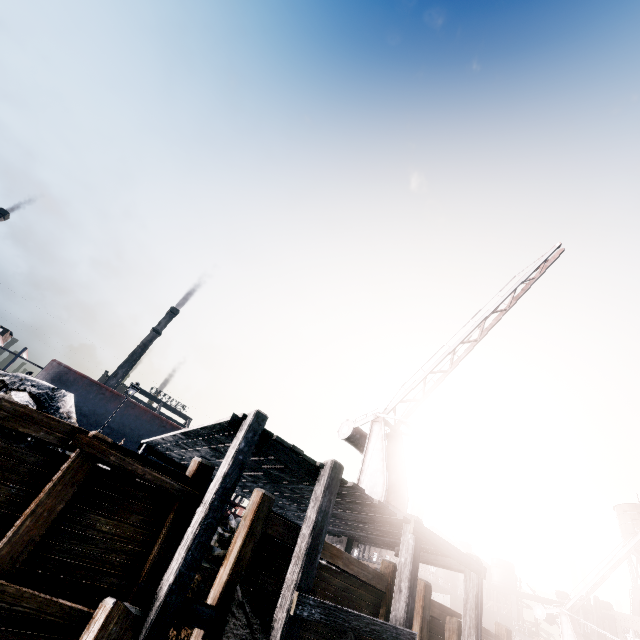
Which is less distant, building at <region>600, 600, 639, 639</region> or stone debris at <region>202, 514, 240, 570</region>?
stone debris at <region>202, 514, 240, 570</region>

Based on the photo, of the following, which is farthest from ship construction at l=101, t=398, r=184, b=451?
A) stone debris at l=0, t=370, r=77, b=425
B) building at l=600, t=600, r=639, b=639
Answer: building at l=600, t=600, r=639, b=639

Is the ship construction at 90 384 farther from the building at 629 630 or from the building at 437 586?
the building at 629 630

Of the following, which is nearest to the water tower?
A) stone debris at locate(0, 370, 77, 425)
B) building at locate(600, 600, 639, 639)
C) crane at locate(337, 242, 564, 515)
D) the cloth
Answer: building at locate(600, 600, 639, 639)

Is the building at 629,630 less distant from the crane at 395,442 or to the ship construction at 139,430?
the crane at 395,442

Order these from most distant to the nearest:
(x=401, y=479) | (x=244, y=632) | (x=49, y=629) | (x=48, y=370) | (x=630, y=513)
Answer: (x=630, y=513) < (x=48, y=370) < (x=401, y=479) < (x=244, y=632) < (x=49, y=629)

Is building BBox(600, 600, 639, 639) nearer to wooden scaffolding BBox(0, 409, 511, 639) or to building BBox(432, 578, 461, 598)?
building BBox(432, 578, 461, 598)

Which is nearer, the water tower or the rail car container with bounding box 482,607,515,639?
the rail car container with bounding box 482,607,515,639
